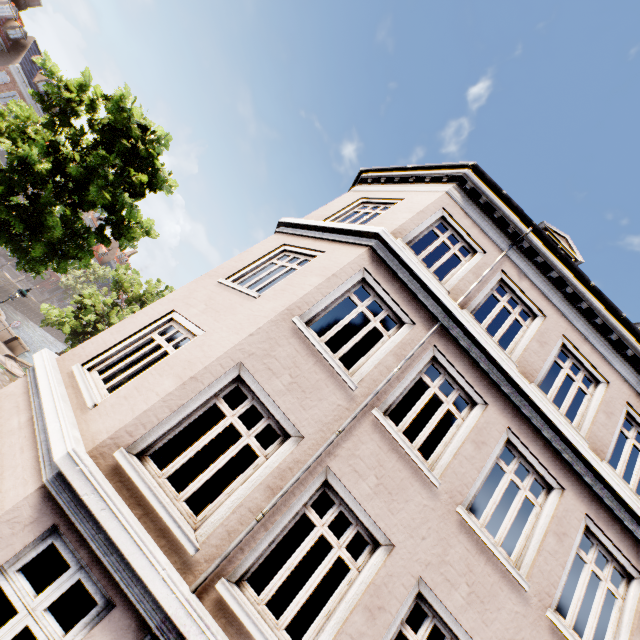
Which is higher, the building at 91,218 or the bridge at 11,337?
the building at 91,218

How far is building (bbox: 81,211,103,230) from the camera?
53.78m

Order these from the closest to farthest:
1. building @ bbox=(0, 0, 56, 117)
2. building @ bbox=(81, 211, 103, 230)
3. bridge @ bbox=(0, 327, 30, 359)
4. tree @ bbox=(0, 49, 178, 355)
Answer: tree @ bbox=(0, 49, 178, 355)
bridge @ bbox=(0, 327, 30, 359)
building @ bbox=(0, 0, 56, 117)
building @ bbox=(81, 211, 103, 230)

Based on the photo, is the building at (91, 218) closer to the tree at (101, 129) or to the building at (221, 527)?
the tree at (101, 129)

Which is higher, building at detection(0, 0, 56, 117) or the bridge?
building at detection(0, 0, 56, 117)

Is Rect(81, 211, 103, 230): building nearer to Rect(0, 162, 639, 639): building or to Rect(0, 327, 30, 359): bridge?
Rect(0, 327, 30, 359): bridge

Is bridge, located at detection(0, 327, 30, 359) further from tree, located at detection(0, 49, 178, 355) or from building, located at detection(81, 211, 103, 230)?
building, located at detection(81, 211, 103, 230)

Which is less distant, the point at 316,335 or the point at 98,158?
the point at 316,335
